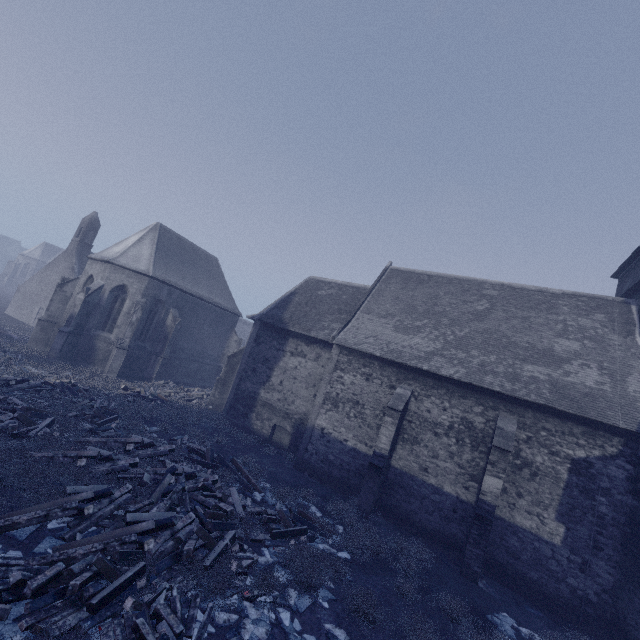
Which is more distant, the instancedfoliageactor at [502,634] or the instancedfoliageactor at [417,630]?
the instancedfoliageactor at [502,634]

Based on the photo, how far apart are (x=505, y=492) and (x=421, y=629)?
7.09m

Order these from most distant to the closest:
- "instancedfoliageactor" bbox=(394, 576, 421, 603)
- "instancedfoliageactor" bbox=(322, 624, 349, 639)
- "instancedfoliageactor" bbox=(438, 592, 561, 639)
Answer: "instancedfoliageactor" bbox=(394, 576, 421, 603), "instancedfoliageactor" bbox=(438, 592, 561, 639), "instancedfoliageactor" bbox=(322, 624, 349, 639)

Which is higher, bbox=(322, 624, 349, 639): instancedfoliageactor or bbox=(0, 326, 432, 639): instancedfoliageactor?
bbox=(0, 326, 432, 639): instancedfoliageactor

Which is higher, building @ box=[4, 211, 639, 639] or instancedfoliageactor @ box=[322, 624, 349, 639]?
building @ box=[4, 211, 639, 639]

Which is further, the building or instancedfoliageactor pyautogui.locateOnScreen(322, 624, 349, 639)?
the building

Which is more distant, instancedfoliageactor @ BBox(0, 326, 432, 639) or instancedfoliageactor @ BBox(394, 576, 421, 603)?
instancedfoliageactor @ BBox(394, 576, 421, 603)
